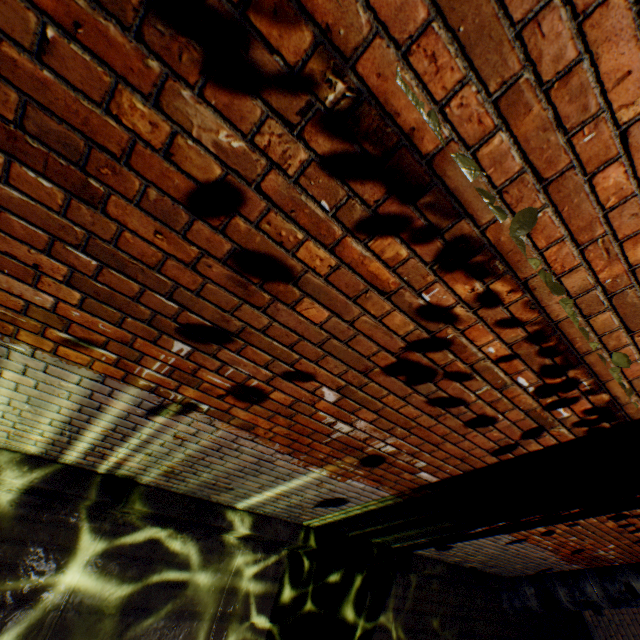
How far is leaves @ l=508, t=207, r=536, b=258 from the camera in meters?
1.0 m

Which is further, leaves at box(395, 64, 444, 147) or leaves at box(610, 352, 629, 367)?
leaves at box(610, 352, 629, 367)

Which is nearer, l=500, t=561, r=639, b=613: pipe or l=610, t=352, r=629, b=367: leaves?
l=610, t=352, r=629, b=367: leaves

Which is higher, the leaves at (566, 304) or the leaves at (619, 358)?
the leaves at (619, 358)

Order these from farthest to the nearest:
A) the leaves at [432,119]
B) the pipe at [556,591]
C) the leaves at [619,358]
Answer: the pipe at [556,591] → the leaves at [619,358] → the leaves at [432,119]

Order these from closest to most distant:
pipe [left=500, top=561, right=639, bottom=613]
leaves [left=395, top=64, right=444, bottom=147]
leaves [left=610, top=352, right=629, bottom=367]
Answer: leaves [left=395, top=64, right=444, bottom=147] → leaves [left=610, top=352, right=629, bottom=367] → pipe [left=500, top=561, right=639, bottom=613]

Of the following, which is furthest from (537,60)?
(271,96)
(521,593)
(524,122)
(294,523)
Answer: (521,593)
